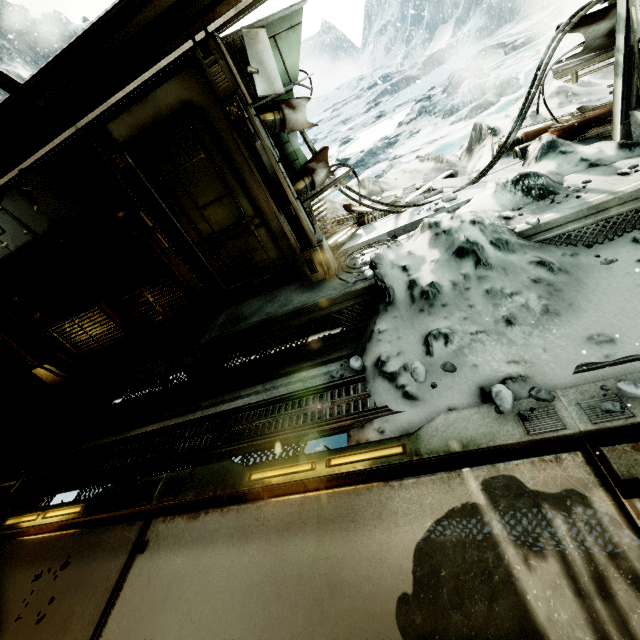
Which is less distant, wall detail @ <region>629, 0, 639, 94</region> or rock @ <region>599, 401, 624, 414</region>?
rock @ <region>599, 401, 624, 414</region>

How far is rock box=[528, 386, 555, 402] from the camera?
2.2 meters

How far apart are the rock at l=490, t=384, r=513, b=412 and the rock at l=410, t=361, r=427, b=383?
0.4m

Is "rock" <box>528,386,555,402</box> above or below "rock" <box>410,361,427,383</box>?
below

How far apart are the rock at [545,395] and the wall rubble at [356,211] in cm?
339

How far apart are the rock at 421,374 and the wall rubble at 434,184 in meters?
2.9

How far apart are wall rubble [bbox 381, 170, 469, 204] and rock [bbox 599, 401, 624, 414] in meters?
3.5 m

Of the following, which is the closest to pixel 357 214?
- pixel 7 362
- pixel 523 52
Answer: pixel 7 362
